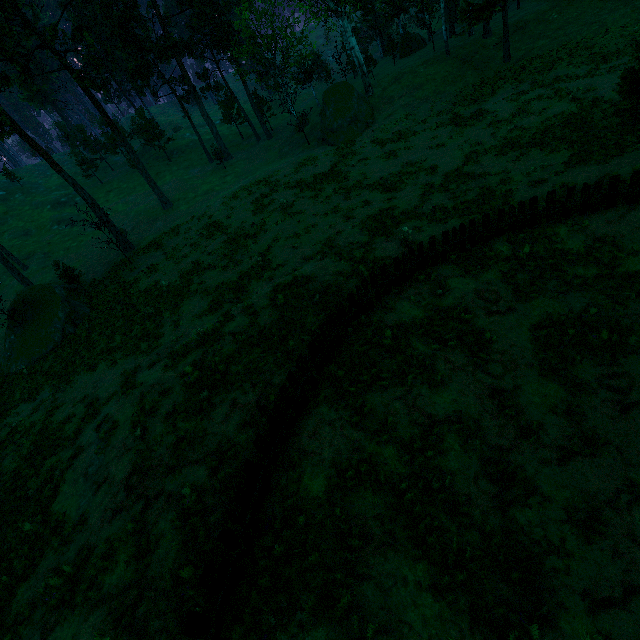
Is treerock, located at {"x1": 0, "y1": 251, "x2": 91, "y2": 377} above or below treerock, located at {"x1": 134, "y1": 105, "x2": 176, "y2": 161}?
below

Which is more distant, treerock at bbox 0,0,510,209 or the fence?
treerock at bbox 0,0,510,209

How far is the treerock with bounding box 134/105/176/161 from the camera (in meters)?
52.94

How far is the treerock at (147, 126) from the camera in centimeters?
5294cm

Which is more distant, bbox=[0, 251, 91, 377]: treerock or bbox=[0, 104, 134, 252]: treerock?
bbox=[0, 104, 134, 252]: treerock

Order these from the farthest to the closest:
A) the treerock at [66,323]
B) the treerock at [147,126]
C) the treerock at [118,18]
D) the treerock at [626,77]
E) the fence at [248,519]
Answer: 1. the treerock at [147,126]
2. the treerock at [118,18]
3. the treerock at [66,323]
4. the treerock at [626,77]
5. the fence at [248,519]

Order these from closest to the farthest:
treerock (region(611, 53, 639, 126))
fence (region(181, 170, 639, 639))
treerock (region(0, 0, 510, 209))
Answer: fence (region(181, 170, 639, 639)), treerock (region(611, 53, 639, 126)), treerock (region(0, 0, 510, 209))

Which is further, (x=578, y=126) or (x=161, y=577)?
(x=578, y=126)
